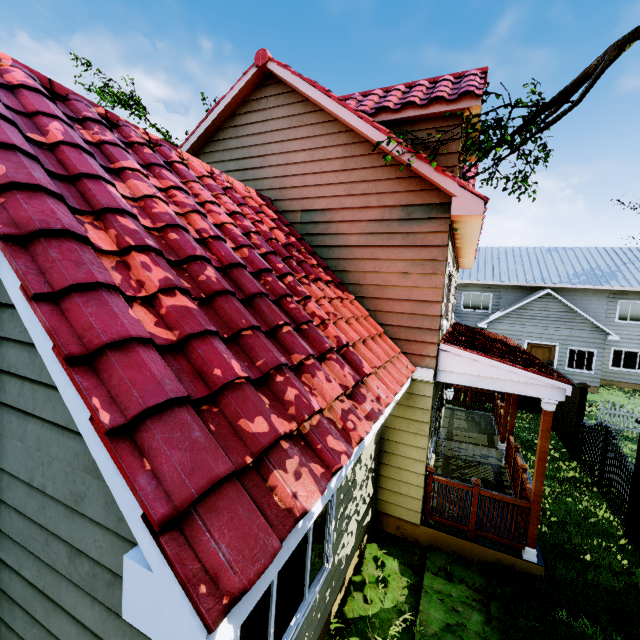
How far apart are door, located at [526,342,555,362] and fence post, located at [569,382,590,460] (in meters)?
10.68

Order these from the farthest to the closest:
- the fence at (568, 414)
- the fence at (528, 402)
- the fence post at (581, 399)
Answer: the fence at (528, 402) < the fence at (568, 414) < the fence post at (581, 399)

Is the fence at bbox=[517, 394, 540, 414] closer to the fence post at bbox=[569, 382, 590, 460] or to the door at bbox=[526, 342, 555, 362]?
the fence post at bbox=[569, 382, 590, 460]

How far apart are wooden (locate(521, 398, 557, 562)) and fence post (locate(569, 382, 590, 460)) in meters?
6.1 m

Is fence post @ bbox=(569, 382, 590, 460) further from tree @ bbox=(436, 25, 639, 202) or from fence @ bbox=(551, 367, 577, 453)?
tree @ bbox=(436, 25, 639, 202)

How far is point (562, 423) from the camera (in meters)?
11.30

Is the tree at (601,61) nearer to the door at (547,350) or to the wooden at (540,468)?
the wooden at (540,468)

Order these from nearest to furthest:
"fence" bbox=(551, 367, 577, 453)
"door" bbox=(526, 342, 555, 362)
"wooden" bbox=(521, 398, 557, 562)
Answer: "wooden" bbox=(521, 398, 557, 562) < "fence" bbox=(551, 367, 577, 453) < "door" bbox=(526, 342, 555, 362)
